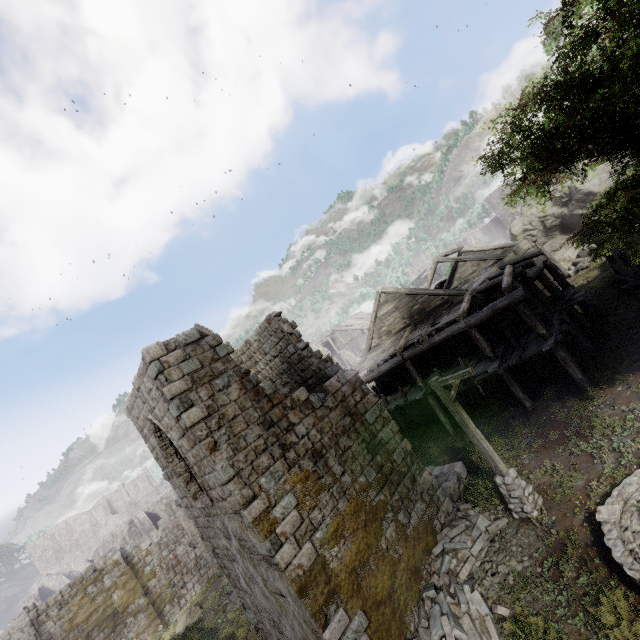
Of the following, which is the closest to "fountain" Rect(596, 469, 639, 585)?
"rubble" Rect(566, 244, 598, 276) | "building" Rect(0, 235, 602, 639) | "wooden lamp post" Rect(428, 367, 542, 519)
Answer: "wooden lamp post" Rect(428, 367, 542, 519)

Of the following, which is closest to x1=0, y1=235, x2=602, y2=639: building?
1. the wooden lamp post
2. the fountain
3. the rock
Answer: the rock

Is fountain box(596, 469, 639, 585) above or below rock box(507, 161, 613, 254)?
below

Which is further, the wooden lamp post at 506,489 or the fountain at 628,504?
the wooden lamp post at 506,489

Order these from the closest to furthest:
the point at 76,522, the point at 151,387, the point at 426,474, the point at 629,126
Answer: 1. the point at 629,126
2. the point at 151,387
3. the point at 426,474
4. the point at 76,522

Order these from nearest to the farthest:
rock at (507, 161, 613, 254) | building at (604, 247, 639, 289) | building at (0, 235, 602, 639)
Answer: building at (0, 235, 602, 639) < building at (604, 247, 639, 289) < rock at (507, 161, 613, 254)

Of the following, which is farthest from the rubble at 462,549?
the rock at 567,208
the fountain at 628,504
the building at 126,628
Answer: the rock at 567,208

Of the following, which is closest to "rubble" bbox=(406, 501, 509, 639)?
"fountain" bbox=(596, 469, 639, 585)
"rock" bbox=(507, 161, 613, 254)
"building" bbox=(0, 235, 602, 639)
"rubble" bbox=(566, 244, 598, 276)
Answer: "building" bbox=(0, 235, 602, 639)
